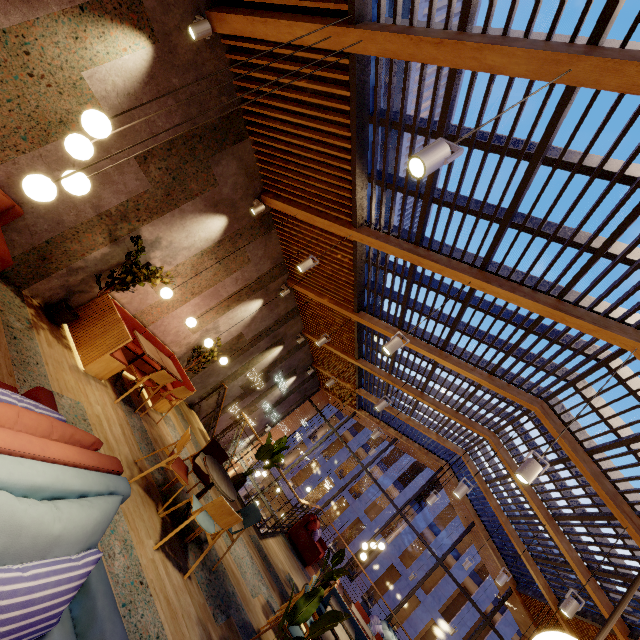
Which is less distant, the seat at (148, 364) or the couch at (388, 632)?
the seat at (148, 364)

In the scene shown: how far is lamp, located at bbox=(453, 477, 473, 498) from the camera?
5.62m

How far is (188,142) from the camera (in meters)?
4.88

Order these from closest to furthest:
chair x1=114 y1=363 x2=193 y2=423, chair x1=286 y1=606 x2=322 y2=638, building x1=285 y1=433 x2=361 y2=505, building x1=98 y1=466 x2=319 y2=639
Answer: building x1=98 y1=466 x2=319 y2=639
chair x1=286 y1=606 x2=322 y2=638
chair x1=114 y1=363 x2=193 y2=423
building x1=285 y1=433 x2=361 y2=505

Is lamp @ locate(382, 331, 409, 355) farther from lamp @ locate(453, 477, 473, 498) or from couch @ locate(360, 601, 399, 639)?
couch @ locate(360, 601, 399, 639)

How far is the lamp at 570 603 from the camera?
4.71m

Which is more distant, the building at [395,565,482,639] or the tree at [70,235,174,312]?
the building at [395,565,482,639]

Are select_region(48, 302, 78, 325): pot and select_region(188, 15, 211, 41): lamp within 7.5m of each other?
yes
